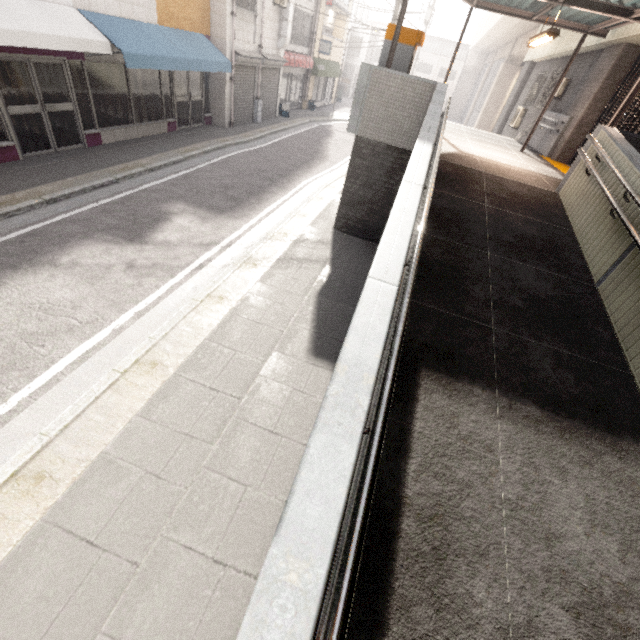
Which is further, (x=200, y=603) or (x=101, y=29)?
(x=101, y=29)

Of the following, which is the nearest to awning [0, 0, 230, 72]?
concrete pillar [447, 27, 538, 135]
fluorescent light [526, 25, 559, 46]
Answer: fluorescent light [526, 25, 559, 46]

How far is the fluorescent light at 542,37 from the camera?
6.6 meters

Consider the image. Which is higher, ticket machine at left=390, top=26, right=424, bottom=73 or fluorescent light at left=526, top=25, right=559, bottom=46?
fluorescent light at left=526, top=25, right=559, bottom=46

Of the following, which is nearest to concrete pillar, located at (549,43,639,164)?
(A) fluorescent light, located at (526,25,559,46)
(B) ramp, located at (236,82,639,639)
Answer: (A) fluorescent light, located at (526,25,559,46)

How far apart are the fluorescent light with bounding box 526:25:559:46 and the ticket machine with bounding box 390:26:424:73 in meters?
2.4

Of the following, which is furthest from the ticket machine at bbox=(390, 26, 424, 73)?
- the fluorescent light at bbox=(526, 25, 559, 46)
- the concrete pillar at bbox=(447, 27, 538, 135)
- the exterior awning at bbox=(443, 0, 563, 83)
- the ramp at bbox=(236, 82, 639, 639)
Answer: the concrete pillar at bbox=(447, 27, 538, 135)

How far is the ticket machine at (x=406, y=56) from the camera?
6.29m
